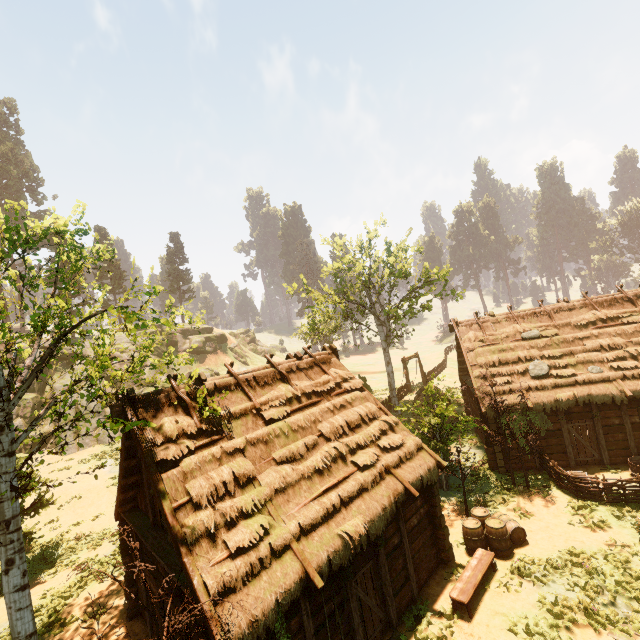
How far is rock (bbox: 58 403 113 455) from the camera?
28.67m

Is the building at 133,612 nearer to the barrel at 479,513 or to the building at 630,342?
the barrel at 479,513

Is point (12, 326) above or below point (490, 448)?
above

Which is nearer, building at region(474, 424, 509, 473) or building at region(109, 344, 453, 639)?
building at region(109, 344, 453, 639)

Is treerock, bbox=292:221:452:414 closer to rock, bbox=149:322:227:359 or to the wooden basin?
rock, bbox=149:322:227:359

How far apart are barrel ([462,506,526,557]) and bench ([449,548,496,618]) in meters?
0.2

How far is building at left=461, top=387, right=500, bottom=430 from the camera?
16.36m

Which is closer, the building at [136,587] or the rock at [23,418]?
the building at [136,587]
